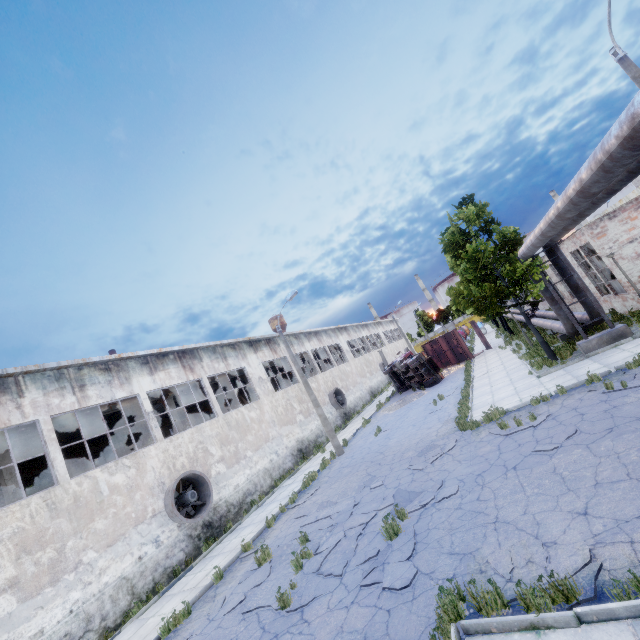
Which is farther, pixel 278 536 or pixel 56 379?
pixel 56 379

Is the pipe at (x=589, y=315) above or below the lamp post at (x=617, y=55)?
below

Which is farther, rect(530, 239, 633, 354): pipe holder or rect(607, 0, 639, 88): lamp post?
rect(530, 239, 633, 354): pipe holder

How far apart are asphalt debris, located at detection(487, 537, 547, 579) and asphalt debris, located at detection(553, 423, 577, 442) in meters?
3.2 m

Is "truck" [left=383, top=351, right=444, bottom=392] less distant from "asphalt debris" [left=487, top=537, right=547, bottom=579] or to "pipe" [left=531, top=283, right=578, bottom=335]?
"pipe" [left=531, top=283, right=578, bottom=335]

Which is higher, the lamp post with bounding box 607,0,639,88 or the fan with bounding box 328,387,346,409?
the lamp post with bounding box 607,0,639,88

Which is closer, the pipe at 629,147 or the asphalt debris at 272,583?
the pipe at 629,147

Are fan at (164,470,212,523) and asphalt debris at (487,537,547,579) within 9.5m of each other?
no
